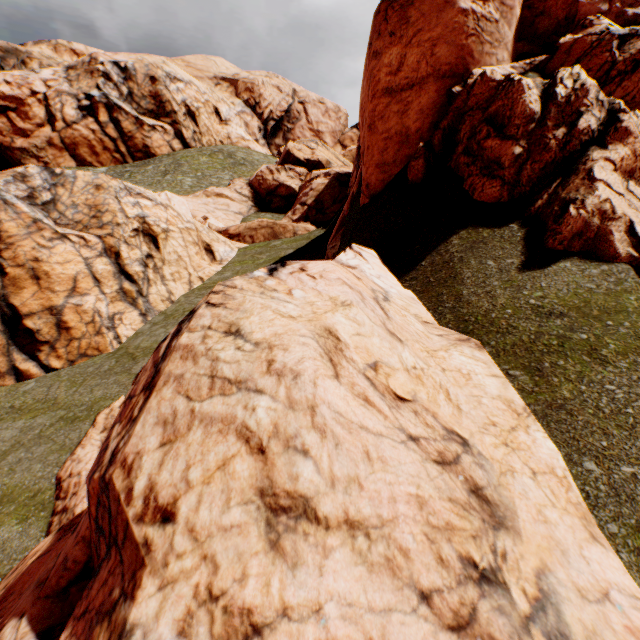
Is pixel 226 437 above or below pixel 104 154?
below
